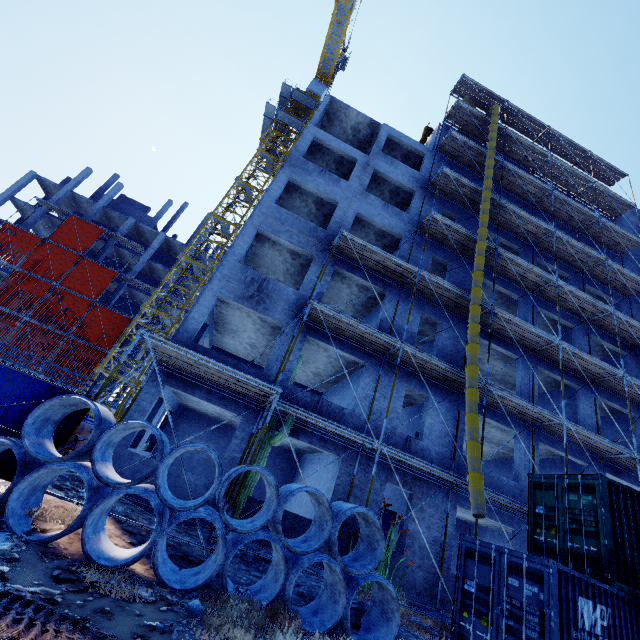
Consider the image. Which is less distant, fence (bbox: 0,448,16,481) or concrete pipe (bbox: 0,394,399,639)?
concrete pipe (bbox: 0,394,399,639)

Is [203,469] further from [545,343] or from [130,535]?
[545,343]

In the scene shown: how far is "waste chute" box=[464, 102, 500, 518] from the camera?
9.6m

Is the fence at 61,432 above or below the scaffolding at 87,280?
below

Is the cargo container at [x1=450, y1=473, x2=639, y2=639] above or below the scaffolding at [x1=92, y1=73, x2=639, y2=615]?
below

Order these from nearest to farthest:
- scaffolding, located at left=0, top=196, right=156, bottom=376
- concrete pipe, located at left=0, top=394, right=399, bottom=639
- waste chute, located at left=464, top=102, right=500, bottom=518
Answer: concrete pipe, located at left=0, top=394, right=399, bottom=639, waste chute, located at left=464, top=102, right=500, bottom=518, scaffolding, located at left=0, top=196, right=156, bottom=376

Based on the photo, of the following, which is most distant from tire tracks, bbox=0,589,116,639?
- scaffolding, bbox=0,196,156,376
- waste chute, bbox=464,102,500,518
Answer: scaffolding, bbox=0,196,156,376

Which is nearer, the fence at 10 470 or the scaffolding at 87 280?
the fence at 10 470
